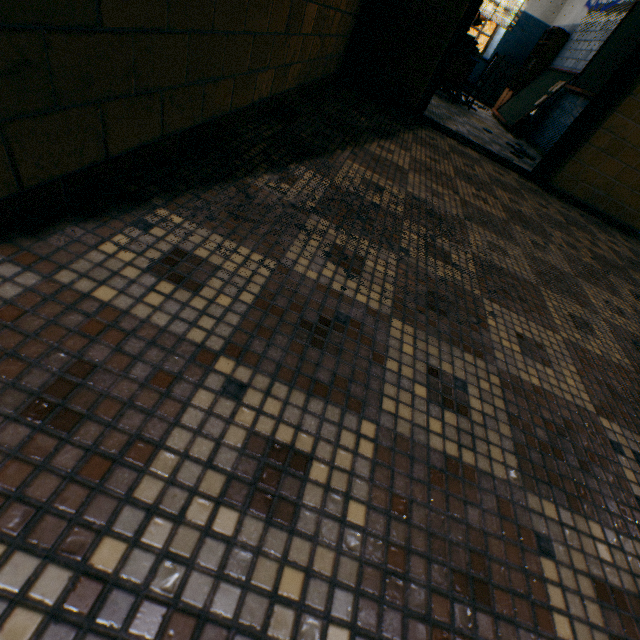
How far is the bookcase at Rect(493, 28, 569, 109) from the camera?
7.00m

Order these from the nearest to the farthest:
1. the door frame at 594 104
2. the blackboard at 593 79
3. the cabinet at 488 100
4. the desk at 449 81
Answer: the door frame at 594 104
the blackboard at 593 79
the desk at 449 81
the cabinet at 488 100

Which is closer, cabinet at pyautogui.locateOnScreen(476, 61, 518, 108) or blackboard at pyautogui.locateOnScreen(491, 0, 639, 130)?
blackboard at pyautogui.locateOnScreen(491, 0, 639, 130)

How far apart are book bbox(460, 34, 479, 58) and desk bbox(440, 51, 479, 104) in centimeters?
2cm

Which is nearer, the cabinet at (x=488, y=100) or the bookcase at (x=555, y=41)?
the bookcase at (x=555, y=41)

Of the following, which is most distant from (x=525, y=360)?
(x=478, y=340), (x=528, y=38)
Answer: (x=528, y=38)

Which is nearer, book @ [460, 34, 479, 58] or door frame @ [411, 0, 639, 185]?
door frame @ [411, 0, 639, 185]

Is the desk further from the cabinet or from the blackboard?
the cabinet
